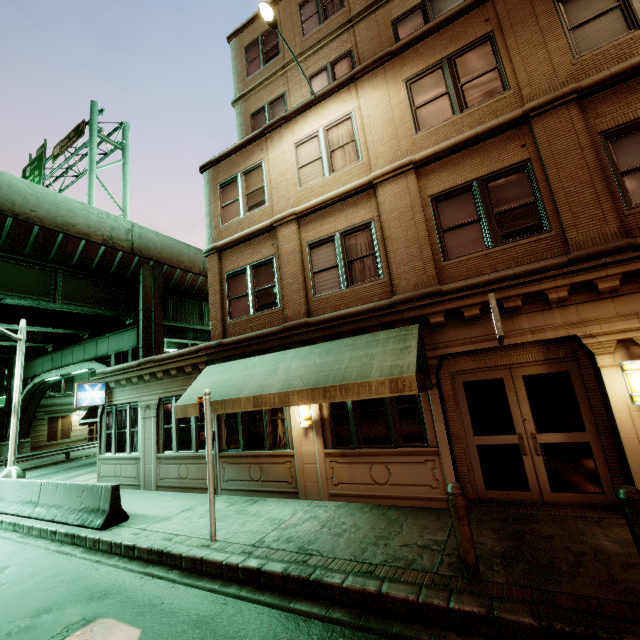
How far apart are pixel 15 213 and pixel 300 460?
18.3m

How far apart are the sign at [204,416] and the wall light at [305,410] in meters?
2.4

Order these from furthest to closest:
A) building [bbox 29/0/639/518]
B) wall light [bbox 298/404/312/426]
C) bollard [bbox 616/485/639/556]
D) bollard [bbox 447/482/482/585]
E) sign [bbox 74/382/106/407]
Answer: sign [bbox 74/382/106/407] < wall light [bbox 298/404/312/426] < building [bbox 29/0/639/518] < bollard [bbox 447/482/482/585] < bollard [bbox 616/485/639/556]

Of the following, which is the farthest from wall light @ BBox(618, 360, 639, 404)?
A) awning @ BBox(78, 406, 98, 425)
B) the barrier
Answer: awning @ BBox(78, 406, 98, 425)

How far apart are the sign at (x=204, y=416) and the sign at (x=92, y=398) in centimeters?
884cm

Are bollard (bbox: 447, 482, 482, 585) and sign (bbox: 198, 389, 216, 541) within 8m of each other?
yes

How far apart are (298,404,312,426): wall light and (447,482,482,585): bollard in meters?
4.5

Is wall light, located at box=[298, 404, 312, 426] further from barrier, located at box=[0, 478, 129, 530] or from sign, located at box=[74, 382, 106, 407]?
sign, located at box=[74, 382, 106, 407]
